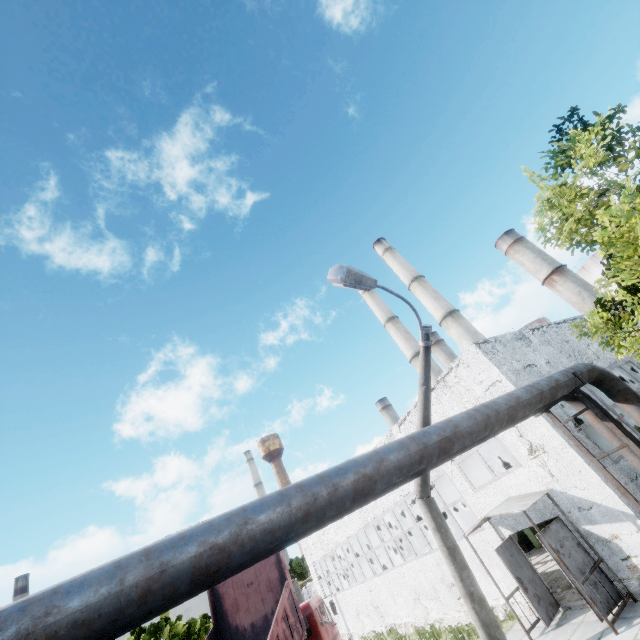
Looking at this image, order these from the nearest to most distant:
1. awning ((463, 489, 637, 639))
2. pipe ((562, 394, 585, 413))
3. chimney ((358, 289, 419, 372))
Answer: awning ((463, 489, 637, 639))
pipe ((562, 394, 585, 413))
chimney ((358, 289, 419, 372))

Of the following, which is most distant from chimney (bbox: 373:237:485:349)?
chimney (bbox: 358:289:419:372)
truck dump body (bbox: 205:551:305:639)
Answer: truck dump body (bbox: 205:551:305:639)

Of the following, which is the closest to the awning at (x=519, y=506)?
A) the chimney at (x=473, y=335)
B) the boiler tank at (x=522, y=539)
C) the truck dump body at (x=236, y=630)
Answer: the truck dump body at (x=236, y=630)

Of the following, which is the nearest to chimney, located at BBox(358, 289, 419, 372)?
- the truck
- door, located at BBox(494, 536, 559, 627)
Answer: door, located at BBox(494, 536, 559, 627)

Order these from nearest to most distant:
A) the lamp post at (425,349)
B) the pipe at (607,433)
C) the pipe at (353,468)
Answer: the pipe at (353,468) → the lamp post at (425,349) → the pipe at (607,433)

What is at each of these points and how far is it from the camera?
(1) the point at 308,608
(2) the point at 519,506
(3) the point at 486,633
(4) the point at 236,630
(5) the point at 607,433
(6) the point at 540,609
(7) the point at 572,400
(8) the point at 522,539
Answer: (1) truck, 12.6 meters
(2) awning, 10.0 meters
(3) lamp post, 6.3 meters
(4) truck dump body, 11.5 meters
(5) pipe, 9.3 meters
(6) door, 10.1 meters
(7) pipe, 9.8 meters
(8) boiler tank, 18.5 meters

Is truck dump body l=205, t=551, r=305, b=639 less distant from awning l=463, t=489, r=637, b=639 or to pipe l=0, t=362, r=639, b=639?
pipe l=0, t=362, r=639, b=639

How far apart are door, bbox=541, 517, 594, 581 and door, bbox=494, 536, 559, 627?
1.7m
